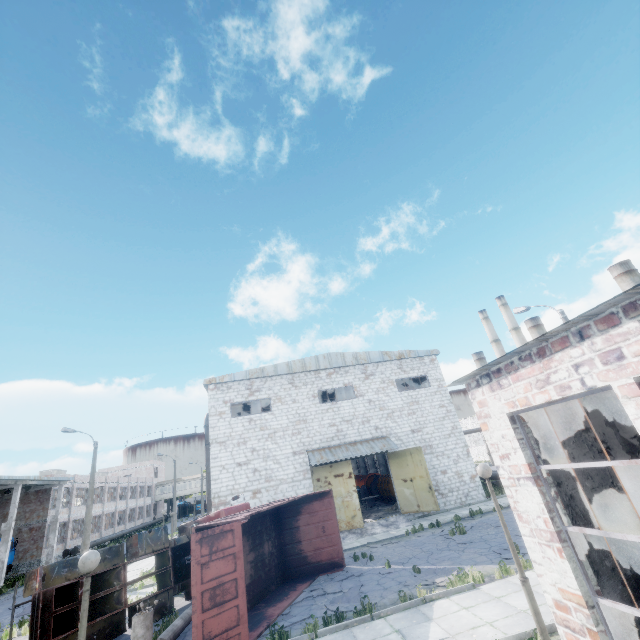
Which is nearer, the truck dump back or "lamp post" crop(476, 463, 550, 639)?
"lamp post" crop(476, 463, 550, 639)

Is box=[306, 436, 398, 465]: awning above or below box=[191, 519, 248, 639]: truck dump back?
above

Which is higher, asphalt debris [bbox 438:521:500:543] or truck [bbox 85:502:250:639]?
truck [bbox 85:502:250:639]

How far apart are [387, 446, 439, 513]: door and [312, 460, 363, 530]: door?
3.29m

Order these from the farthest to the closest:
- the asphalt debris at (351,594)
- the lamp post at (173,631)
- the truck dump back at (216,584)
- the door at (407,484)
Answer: the door at (407,484)
the asphalt debris at (351,594)
the lamp post at (173,631)
the truck dump back at (216,584)

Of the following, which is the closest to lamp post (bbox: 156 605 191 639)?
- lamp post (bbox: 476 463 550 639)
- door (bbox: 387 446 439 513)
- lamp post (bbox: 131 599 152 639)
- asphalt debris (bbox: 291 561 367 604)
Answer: lamp post (bbox: 131 599 152 639)

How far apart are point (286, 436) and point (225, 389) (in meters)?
5.57

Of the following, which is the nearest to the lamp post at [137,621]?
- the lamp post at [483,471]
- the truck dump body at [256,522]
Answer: the truck dump body at [256,522]
